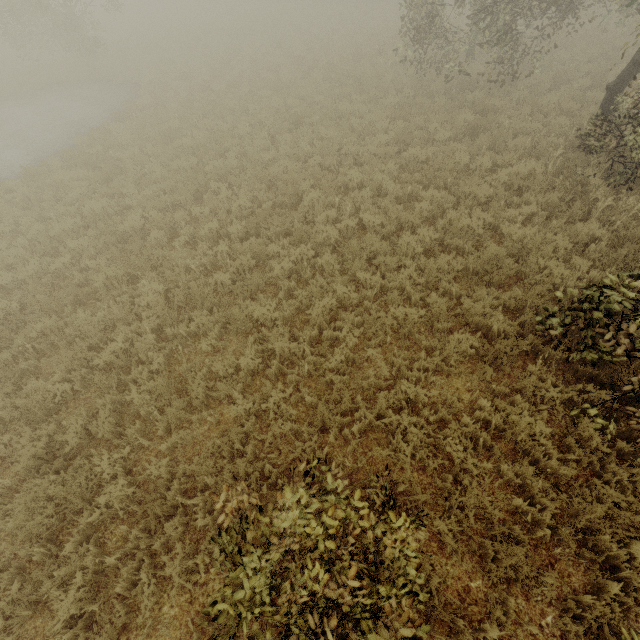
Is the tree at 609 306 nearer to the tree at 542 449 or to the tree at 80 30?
the tree at 542 449

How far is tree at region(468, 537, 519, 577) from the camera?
3.7 meters

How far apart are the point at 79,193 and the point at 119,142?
4.0 meters

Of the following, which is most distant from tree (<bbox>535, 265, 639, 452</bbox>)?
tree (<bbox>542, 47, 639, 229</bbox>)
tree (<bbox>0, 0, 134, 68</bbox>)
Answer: tree (<bbox>0, 0, 134, 68</bbox>)

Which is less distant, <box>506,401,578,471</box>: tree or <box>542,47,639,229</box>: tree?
<box>506,401,578,471</box>: tree

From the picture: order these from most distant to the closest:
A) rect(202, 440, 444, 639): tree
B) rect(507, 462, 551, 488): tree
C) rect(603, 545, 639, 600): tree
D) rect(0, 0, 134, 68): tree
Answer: rect(0, 0, 134, 68): tree, rect(507, 462, 551, 488): tree, rect(603, 545, 639, 600): tree, rect(202, 440, 444, 639): tree
